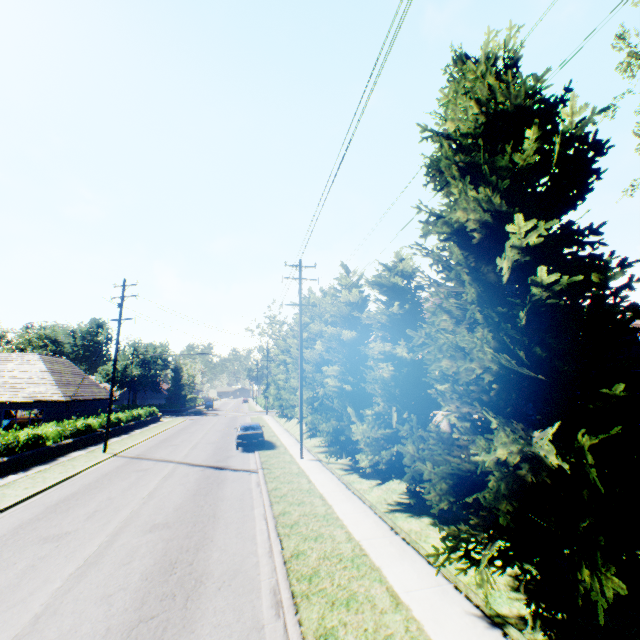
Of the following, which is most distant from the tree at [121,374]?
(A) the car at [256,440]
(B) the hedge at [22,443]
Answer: (B) the hedge at [22,443]

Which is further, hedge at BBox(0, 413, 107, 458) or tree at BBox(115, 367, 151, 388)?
tree at BBox(115, 367, 151, 388)

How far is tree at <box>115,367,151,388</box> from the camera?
56.72m

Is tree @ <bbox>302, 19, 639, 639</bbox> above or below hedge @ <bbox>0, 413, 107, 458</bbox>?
above

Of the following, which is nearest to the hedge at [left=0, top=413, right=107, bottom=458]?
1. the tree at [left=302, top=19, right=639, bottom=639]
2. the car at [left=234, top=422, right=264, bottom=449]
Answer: the tree at [left=302, top=19, right=639, bottom=639]

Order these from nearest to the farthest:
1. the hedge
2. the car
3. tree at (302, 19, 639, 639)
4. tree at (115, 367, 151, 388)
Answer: tree at (302, 19, 639, 639) < the hedge < the car < tree at (115, 367, 151, 388)

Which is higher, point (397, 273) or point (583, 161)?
point (397, 273)

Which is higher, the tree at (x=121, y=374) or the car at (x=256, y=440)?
the tree at (x=121, y=374)
